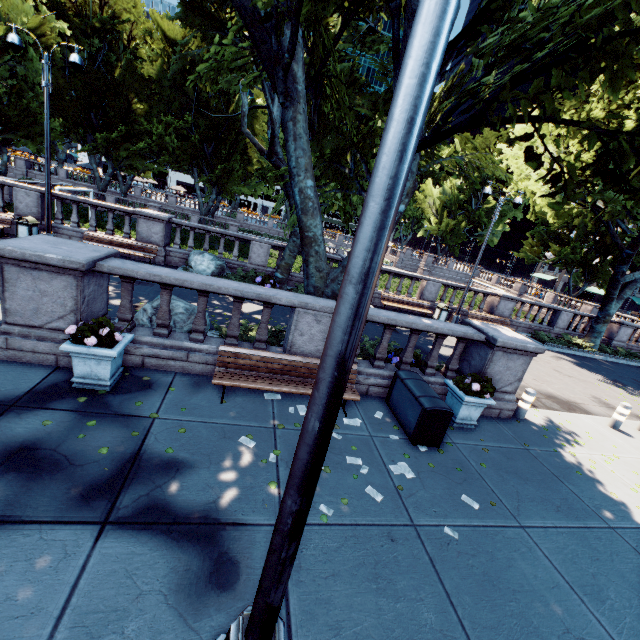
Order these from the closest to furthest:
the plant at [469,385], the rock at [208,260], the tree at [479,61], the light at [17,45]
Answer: the tree at [479,61] → the plant at [469,385] → the light at [17,45] → the rock at [208,260]

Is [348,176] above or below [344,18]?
below

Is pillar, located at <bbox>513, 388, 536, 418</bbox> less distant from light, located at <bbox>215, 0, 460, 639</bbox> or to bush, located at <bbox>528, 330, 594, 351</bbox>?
light, located at <bbox>215, 0, 460, 639</bbox>

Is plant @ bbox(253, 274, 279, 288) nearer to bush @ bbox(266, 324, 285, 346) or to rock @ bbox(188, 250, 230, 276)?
rock @ bbox(188, 250, 230, 276)

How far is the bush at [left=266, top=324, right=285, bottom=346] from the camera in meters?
8.5 m

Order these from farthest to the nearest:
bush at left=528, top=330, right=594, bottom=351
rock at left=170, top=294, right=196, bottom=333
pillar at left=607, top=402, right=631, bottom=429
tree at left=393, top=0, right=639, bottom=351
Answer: bush at left=528, top=330, right=594, bottom=351, pillar at left=607, top=402, right=631, bottom=429, rock at left=170, top=294, right=196, bottom=333, tree at left=393, top=0, right=639, bottom=351

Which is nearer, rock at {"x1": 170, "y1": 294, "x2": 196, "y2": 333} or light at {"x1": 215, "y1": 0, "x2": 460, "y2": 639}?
light at {"x1": 215, "y1": 0, "x2": 460, "y2": 639}

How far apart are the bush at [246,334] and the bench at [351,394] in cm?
117
